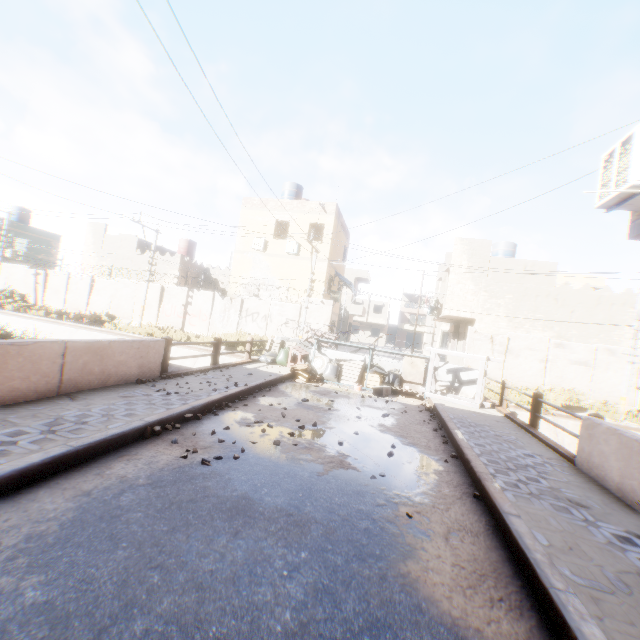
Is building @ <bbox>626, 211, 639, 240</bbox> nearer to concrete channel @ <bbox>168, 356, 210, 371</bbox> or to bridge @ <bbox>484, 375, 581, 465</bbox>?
concrete channel @ <bbox>168, 356, 210, 371</bbox>

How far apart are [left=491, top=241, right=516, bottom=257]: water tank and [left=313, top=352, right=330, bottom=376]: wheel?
17.98m

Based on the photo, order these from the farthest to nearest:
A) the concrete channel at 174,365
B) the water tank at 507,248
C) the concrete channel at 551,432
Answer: the water tank at 507,248 < the concrete channel at 174,365 < the concrete channel at 551,432

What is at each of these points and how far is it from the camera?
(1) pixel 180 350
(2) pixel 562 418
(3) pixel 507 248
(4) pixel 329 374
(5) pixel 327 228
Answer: (1) concrete channel, 18.03m
(2) concrete channel, 14.14m
(3) water tank, 23.72m
(4) trash bag, 11.66m
(5) building, 21.62m

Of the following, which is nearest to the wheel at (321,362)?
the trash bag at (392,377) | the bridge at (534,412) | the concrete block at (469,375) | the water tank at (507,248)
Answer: the concrete block at (469,375)

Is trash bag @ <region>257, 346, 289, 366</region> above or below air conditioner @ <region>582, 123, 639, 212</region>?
below

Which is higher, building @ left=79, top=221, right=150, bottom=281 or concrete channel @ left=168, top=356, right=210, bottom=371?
building @ left=79, top=221, right=150, bottom=281

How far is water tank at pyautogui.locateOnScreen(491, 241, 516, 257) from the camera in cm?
2370
